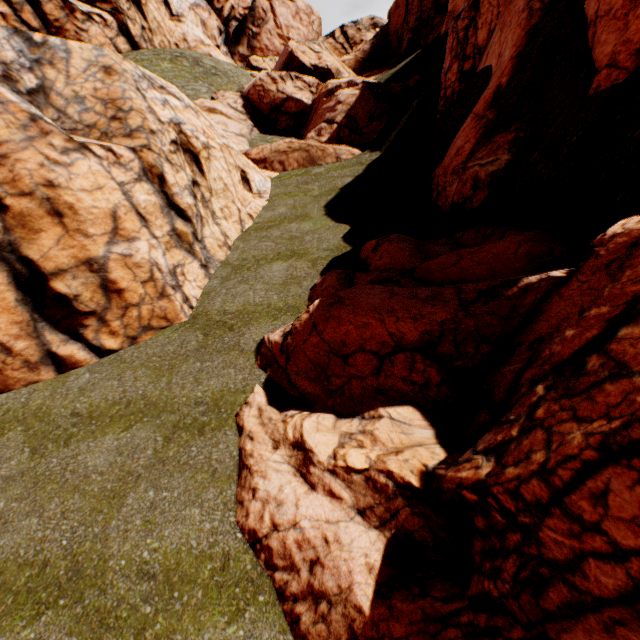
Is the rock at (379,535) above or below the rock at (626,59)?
below

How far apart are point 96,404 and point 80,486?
2.0 meters

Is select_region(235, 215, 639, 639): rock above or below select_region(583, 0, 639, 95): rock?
below

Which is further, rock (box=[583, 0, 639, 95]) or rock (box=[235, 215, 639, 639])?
rock (box=[583, 0, 639, 95])

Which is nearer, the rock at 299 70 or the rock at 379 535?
the rock at 379 535

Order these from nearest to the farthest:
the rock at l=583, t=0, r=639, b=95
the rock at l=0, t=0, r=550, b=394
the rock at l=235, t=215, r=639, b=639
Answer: the rock at l=235, t=215, r=639, b=639
the rock at l=583, t=0, r=639, b=95
the rock at l=0, t=0, r=550, b=394
